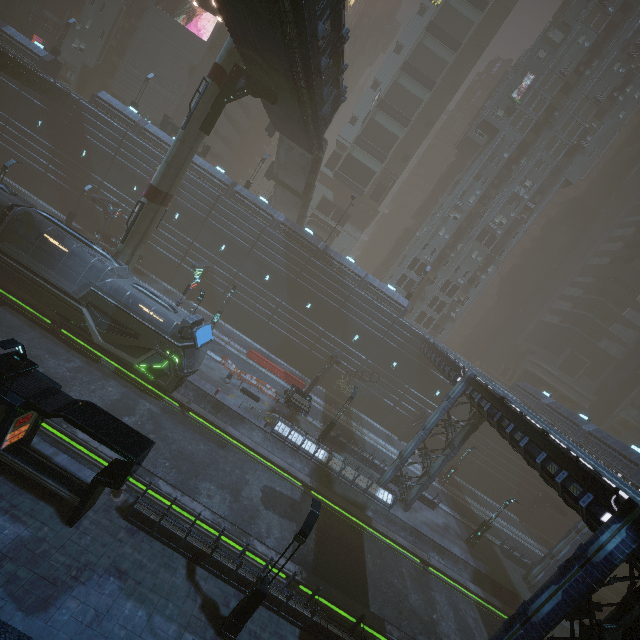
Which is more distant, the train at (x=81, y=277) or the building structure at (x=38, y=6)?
the building structure at (x=38, y=6)

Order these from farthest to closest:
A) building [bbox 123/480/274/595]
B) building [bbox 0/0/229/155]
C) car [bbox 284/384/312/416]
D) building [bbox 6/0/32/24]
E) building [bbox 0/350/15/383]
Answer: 1. building [bbox 6/0/32/24]
2. building [bbox 0/0/229/155]
3. car [bbox 284/384/312/416]
4. building [bbox 123/480/274/595]
5. building [bbox 0/350/15/383]

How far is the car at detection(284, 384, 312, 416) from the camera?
25.58m

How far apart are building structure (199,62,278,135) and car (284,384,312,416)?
20.2 meters

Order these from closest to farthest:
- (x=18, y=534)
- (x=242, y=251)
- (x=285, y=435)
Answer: (x=18, y=534), (x=285, y=435), (x=242, y=251)

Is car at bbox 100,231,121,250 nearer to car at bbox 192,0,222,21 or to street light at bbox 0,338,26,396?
car at bbox 192,0,222,21

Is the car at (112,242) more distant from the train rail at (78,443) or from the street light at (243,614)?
the street light at (243,614)

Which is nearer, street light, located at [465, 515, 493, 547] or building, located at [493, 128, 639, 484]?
street light, located at [465, 515, 493, 547]
